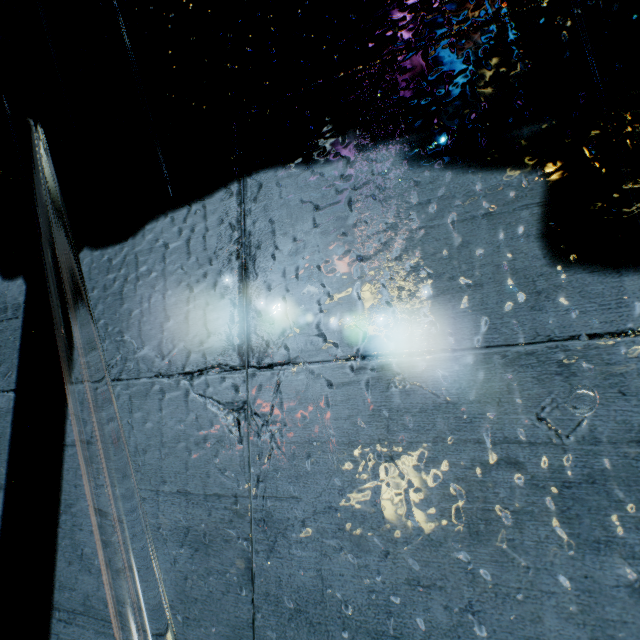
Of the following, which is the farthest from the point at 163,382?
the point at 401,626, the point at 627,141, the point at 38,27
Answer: the point at 38,27
